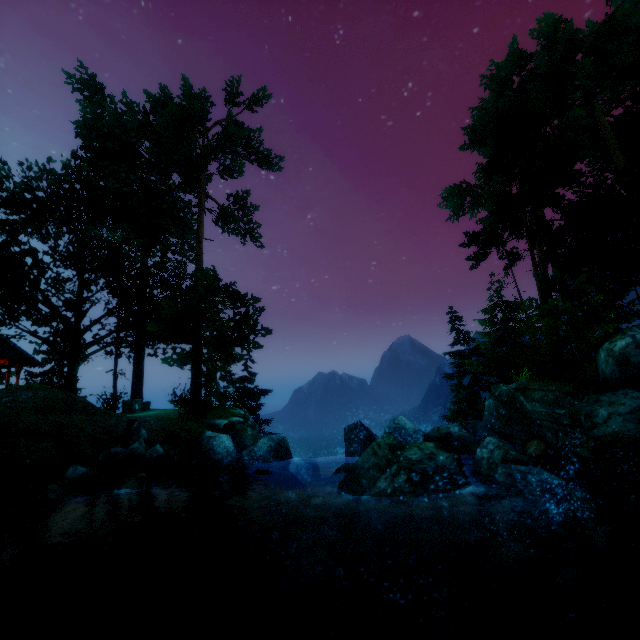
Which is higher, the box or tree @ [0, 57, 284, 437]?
tree @ [0, 57, 284, 437]

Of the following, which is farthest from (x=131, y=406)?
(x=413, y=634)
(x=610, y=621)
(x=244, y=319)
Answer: (x=610, y=621)

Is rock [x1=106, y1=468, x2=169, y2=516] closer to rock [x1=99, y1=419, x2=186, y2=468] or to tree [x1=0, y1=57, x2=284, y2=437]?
rock [x1=99, y1=419, x2=186, y2=468]

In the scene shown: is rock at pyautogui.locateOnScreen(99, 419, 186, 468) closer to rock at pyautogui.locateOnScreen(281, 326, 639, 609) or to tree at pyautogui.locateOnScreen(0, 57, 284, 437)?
rock at pyautogui.locateOnScreen(281, 326, 639, 609)

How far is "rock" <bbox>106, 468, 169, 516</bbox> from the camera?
7.7m

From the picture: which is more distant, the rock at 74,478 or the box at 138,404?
the box at 138,404

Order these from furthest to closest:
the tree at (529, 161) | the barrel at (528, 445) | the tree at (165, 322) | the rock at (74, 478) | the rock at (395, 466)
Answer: the tree at (529, 161), the tree at (165, 322), the rock at (74, 478), the barrel at (528, 445), the rock at (395, 466)

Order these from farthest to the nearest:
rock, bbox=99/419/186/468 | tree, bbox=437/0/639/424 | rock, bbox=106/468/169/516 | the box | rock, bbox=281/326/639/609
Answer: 1. the box
2. tree, bbox=437/0/639/424
3. rock, bbox=99/419/186/468
4. rock, bbox=106/468/169/516
5. rock, bbox=281/326/639/609
